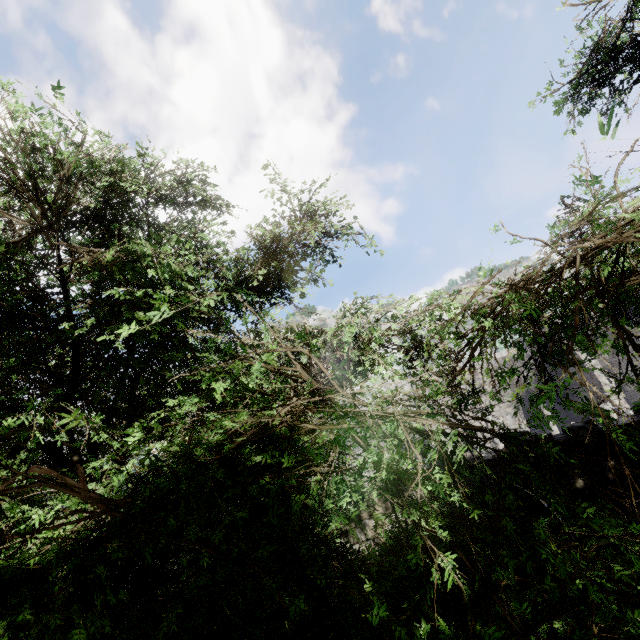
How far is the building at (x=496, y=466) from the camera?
6.73m

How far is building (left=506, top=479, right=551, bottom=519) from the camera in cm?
669

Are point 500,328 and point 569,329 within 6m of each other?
yes

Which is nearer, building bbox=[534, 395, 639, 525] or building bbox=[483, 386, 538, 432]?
building bbox=[534, 395, 639, 525]
